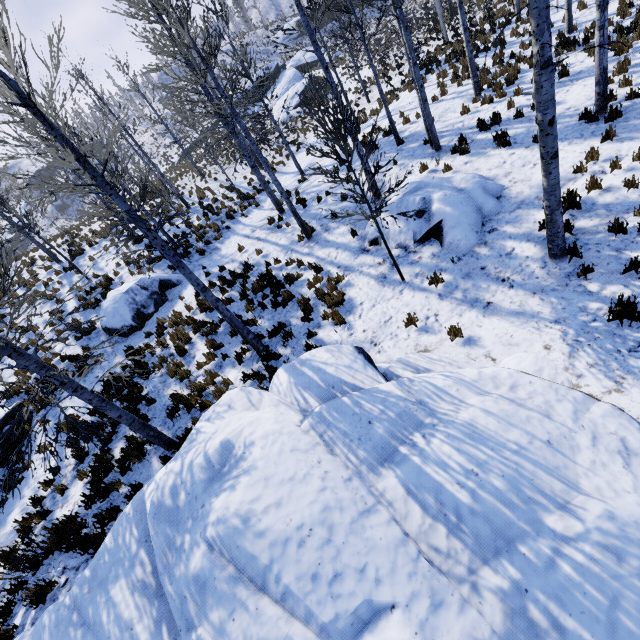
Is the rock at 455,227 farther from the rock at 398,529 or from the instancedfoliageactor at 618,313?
the rock at 398,529

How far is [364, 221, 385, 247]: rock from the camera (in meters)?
9.60

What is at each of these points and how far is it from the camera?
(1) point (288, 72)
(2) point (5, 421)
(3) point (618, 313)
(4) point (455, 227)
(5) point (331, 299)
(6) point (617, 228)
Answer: (1) rock, 38.16m
(2) rock, 9.45m
(3) instancedfoliageactor, 5.01m
(4) rock, 7.91m
(5) instancedfoliageactor, 8.96m
(6) instancedfoliageactor, 5.78m

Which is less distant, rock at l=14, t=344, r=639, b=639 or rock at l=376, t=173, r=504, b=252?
rock at l=14, t=344, r=639, b=639

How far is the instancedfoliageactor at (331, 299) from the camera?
8.4 meters

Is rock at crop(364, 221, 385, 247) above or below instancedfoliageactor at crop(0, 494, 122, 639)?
below

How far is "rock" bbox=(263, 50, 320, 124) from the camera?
32.3 meters

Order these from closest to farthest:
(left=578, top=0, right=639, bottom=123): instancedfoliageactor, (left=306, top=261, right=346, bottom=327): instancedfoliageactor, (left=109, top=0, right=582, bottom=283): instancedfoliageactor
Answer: (left=109, top=0, right=582, bottom=283): instancedfoliageactor, (left=578, top=0, right=639, bottom=123): instancedfoliageactor, (left=306, top=261, right=346, bottom=327): instancedfoliageactor
